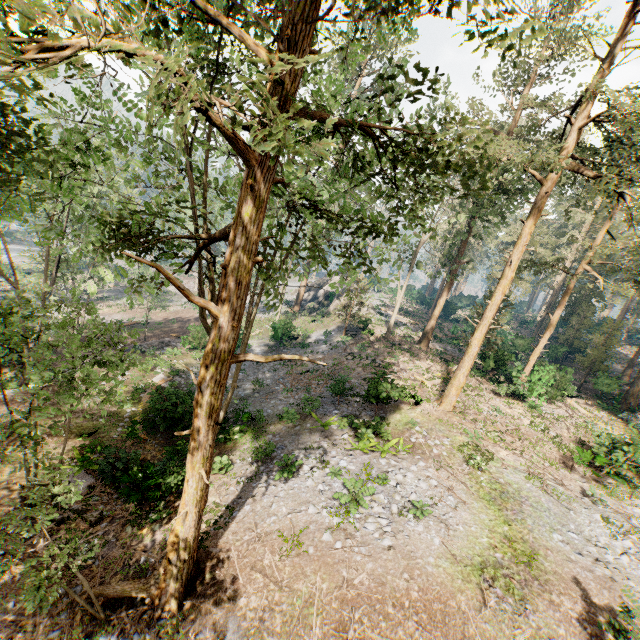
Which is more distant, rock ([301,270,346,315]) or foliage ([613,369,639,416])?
rock ([301,270,346,315])

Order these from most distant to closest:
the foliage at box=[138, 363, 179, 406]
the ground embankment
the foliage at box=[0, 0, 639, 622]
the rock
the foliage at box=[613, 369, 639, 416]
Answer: the rock
the foliage at box=[613, 369, 639, 416]
the ground embankment
the foliage at box=[138, 363, 179, 406]
the foliage at box=[0, 0, 639, 622]

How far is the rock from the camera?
41.1 meters

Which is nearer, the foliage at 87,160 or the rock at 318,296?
the foliage at 87,160

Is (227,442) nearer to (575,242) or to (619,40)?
(575,242)

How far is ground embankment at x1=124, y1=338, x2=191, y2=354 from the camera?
26.8m

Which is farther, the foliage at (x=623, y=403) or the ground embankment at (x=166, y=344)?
the foliage at (x=623, y=403)

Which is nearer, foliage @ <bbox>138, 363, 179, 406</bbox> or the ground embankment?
foliage @ <bbox>138, 363, 179, 406</bbox>
